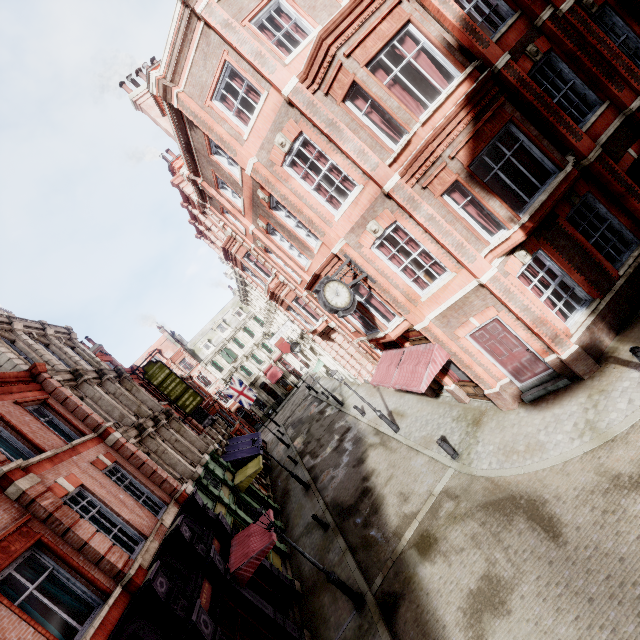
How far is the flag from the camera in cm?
3098

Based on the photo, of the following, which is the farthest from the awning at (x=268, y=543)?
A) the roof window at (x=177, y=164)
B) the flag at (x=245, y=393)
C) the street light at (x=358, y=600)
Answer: the roof window at (x=177, y=164)

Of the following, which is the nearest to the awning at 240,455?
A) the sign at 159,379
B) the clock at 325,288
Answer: the sign at 159,379

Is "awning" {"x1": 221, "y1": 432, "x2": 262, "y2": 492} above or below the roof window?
below

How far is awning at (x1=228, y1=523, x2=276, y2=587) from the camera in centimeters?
1090cm

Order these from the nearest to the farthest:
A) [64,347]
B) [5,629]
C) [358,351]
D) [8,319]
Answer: → [5,629], [8,319], [64,347], [358,351]

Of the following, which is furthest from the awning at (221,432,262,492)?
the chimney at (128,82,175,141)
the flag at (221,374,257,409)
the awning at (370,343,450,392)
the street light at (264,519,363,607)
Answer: the chimney at (128,82,175,141)

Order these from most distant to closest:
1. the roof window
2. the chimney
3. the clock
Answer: the roof window
the chimney
the clock
